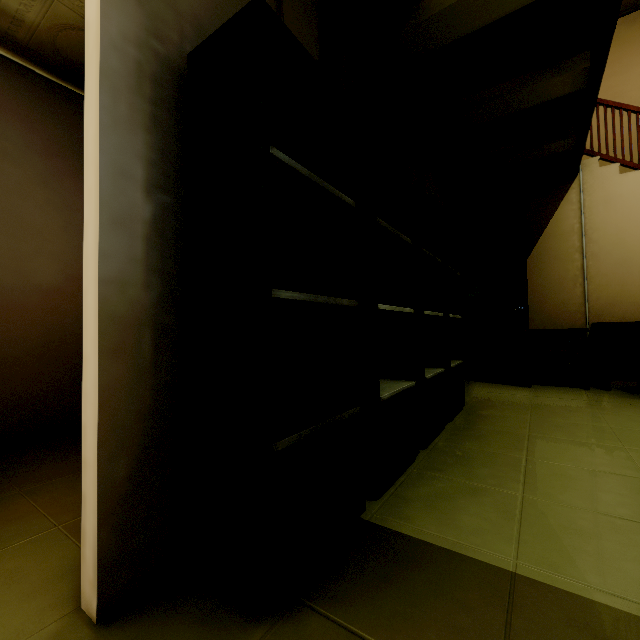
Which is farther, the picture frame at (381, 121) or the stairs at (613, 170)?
the stairs at (613, 170)

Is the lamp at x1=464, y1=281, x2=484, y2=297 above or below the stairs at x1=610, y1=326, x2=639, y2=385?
above

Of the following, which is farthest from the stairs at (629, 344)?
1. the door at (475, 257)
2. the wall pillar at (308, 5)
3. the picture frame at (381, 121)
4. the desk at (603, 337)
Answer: the wall pillar at (308, 5)

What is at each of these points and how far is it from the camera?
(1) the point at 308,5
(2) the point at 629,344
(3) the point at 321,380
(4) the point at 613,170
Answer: (1) wall pillar, 1.73m
(2) stairs, 4.03m
(3) bookshelf, 1.39m
(4) stairs, 4.15m

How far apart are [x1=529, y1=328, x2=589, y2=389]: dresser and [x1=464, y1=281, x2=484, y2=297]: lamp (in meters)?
0.56

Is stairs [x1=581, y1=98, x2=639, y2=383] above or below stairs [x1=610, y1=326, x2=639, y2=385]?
above

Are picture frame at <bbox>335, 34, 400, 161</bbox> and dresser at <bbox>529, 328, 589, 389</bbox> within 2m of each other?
no

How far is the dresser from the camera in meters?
3.8 m
